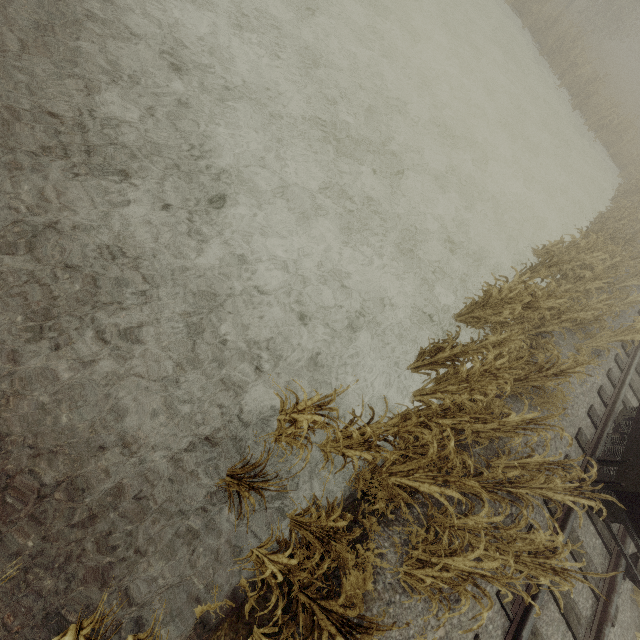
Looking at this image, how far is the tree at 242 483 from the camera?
3.1m

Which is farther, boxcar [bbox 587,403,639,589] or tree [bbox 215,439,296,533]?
boxcar [bbox 587,403,639,589]

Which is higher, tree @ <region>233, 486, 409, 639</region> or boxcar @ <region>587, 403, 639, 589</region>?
boxcar @ <region>587, 403, 639, 589</region>

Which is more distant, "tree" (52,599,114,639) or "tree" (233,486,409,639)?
"tree" (233,486,409,639)

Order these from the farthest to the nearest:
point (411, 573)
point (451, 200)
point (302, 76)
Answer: point (451, 200) < point (302, 76) < point (411, 573)

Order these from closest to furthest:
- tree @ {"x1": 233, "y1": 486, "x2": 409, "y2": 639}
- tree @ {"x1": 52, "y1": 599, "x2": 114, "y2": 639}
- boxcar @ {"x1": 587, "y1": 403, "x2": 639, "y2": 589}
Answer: tree @ {"x1": 52, "y1": 599, "x2": 114, "y2": 639}, tree @ {"x1": 233, "y1": 486, "x2": 409, "y2": 639}, boxcar @ {"x1": 587, "y1": 403, "x2": 639, "y2": 589}

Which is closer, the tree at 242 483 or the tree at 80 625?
the tree at 80 625
